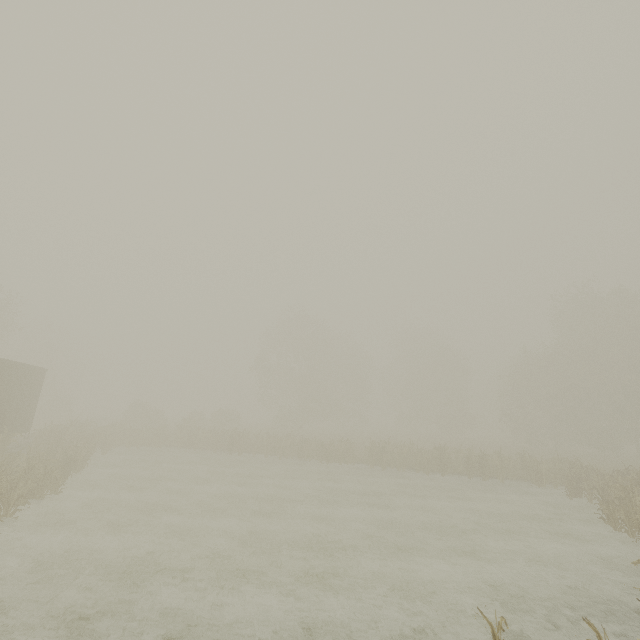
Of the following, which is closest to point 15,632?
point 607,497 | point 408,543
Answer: point 408,543
